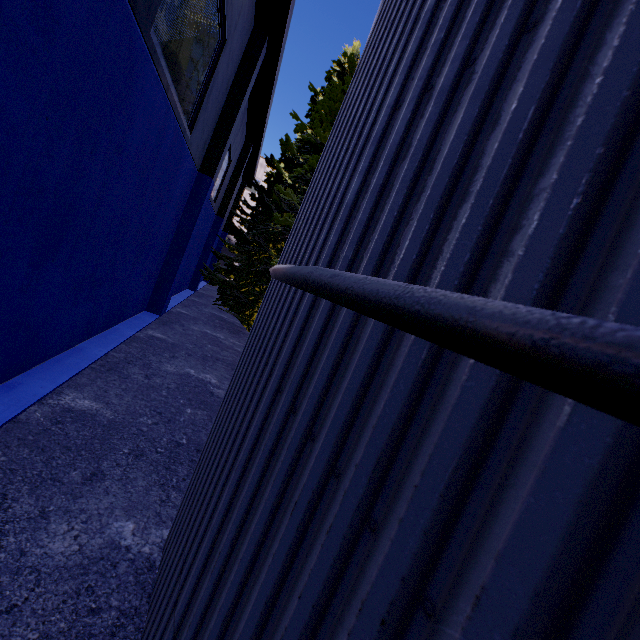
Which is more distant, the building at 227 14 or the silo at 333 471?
the building at 227 14

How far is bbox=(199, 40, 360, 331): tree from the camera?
13.54m

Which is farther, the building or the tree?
the tree

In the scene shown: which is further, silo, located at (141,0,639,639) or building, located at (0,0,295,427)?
building, located at (0,0,295,427)

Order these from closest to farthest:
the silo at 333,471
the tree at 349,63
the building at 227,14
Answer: the silo at 333,471, the building at 227,14, the tree at 349,63

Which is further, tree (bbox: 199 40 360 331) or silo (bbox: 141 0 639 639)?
tree (bbox: 199 40 360 331)

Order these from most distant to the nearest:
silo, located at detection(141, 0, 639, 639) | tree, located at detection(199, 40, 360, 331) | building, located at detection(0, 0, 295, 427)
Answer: tree, located at detection(199, 40, 360, 331), building, located at detection(0, 0, 295, 427), silo, located at detection(141, 0, 639, 639)

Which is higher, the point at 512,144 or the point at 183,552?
the point at 512,144
